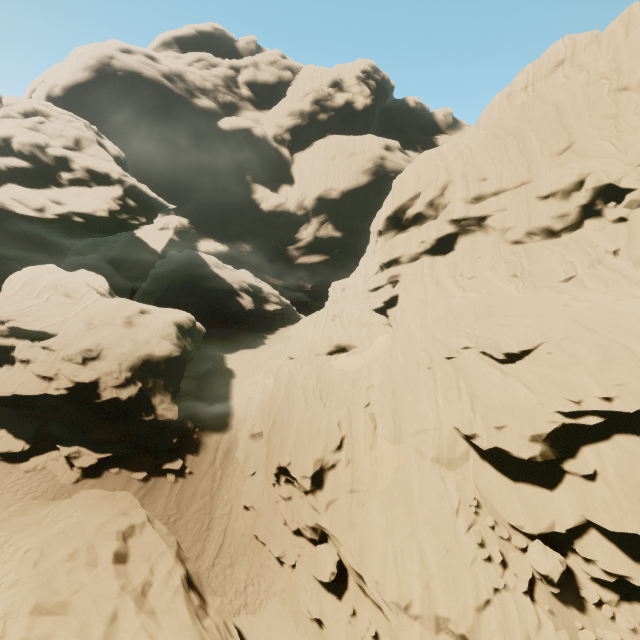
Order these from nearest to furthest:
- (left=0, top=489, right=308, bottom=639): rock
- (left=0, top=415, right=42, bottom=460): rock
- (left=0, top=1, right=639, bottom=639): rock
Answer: (left=0, top=489, right=308, bottom=639): rock
(left=0, top=1, right=639, bottom=639): rock
(left=0, top=415, right=42, bottom=460): rock

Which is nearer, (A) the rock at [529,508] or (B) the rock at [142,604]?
(B) the rock at [142,604]

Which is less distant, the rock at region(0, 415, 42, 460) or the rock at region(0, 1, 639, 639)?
the rock at region(0, 1, 639, 639)

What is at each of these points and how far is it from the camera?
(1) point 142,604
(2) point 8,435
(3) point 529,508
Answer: (1) rock, 9.18m
(2) rock, 17.47m
(3) rock, 13.21m

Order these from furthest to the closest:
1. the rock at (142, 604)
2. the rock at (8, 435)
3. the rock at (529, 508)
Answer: the rock at (8, 435) < the rock at (529, 508) < the rock at (142, 604)
